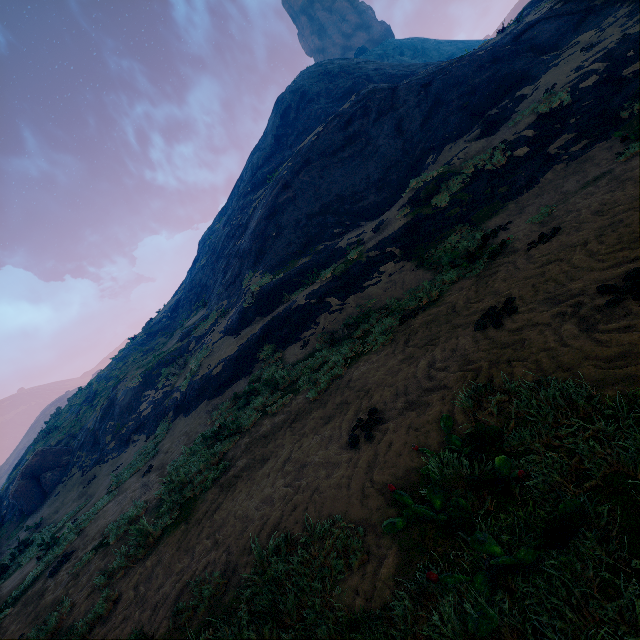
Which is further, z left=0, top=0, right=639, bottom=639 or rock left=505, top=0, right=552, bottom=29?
rock left=505, top=0, right=552, bottom=29

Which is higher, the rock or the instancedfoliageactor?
the rock

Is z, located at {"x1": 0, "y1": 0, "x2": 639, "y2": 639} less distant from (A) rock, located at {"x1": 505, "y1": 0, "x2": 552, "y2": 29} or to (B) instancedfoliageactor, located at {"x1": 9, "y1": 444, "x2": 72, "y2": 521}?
(B) instancedfoliageactor, located at {"x1": 9, "y1": 444, "x2": 72, "y2": 521}

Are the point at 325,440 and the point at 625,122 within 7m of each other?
no

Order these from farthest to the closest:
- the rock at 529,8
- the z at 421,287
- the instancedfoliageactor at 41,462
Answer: the instancedfoliageactor at 41,462 < the rock at 529,8 < the z at 421,287

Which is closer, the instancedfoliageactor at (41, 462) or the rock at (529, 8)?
the rock at (529, 8)

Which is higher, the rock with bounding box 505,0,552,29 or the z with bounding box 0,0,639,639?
the rock with bounding box 505,0,552,29
